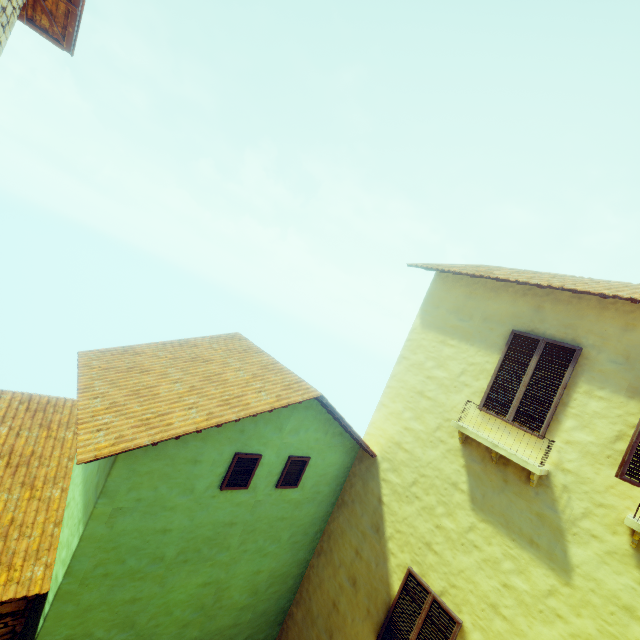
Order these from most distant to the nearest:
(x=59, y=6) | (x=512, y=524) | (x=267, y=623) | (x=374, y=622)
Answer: (x=267, y=623) → (x=374, y=622) → (x=512, y=524) → (x=59, y=6)

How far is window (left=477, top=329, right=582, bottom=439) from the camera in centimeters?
538cm

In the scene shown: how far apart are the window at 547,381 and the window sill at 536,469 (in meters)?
0.47

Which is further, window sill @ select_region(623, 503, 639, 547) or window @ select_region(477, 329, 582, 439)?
window @ select_region(477, 329, 582, 439)

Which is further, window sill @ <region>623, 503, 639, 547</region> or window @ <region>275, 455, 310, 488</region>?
window @ <region>275, 455, 310, 488</region>

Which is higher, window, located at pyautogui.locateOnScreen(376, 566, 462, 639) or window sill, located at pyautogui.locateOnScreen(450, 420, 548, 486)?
window sill, located at pyautogui.locateOnScreen(450, 420, 548, 486)

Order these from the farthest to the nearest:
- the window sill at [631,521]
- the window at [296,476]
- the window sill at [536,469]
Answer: the window at [296,476] → the window sill at [536,469] → the window sill at [631,521]

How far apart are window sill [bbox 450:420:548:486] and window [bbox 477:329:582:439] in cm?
47
